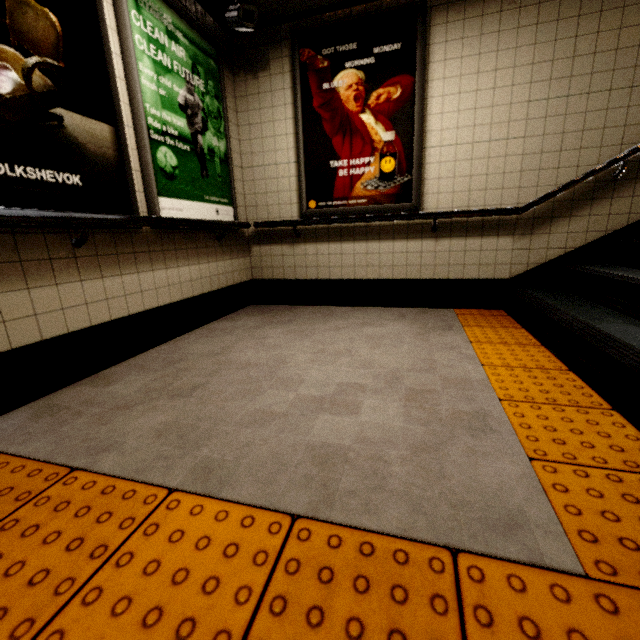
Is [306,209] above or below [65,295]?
above

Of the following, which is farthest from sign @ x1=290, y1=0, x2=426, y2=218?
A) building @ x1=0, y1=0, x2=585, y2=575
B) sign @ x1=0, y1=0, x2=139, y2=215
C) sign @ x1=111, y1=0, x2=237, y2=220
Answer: sign @ x1=0, y1=0, x2=139, y2=215

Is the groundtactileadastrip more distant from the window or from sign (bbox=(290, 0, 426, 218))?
the window

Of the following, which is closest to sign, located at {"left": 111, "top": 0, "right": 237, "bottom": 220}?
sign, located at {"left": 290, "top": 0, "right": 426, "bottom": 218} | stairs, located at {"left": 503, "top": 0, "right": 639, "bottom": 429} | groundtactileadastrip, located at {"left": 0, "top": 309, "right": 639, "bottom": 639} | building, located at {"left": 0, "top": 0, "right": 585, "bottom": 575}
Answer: building, located at {"left": 0, "top": 0, "right": 585, "bottom": 575}

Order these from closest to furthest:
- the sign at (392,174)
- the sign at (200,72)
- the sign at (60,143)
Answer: the sign at (60,143) < the sign at (200,72) < the sign at (392,174)

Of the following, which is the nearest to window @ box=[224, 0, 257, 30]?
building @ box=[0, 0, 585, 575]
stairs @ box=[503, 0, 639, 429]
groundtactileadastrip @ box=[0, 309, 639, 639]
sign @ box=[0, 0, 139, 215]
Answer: building @ box=[0, 0, 585, 575]

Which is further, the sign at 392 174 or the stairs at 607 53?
the sign at 392 174

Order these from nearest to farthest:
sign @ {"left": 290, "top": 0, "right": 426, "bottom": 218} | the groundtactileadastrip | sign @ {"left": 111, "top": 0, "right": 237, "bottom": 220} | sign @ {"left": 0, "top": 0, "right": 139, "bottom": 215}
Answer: the groundtactileadastrip
sign @ {"left": 0, "top": 0, "right": 139, "bottom": 215}
sign @ {"left": 111, "top": 0, "right": 237, "bottom": 220}
sign @ {"left": 290, "top": 0, "right": 426, "bottom": 218}
